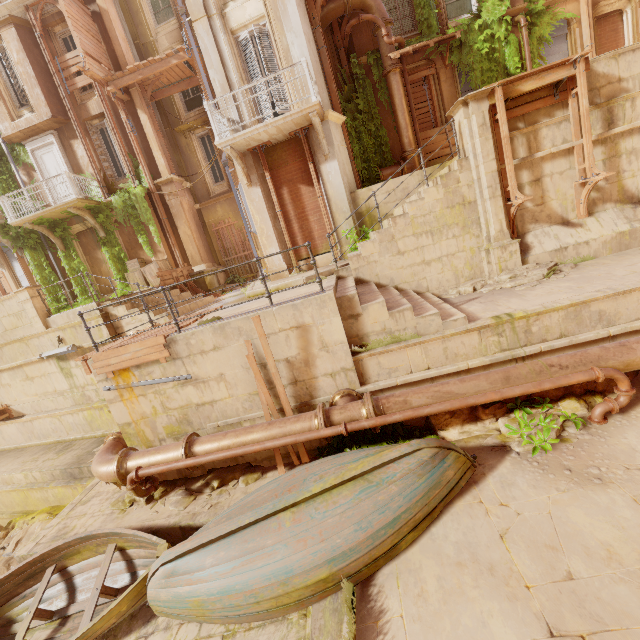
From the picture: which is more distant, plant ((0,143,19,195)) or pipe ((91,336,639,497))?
plant ((0,143,19,195))

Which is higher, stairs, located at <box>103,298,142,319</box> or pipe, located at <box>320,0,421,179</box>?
pipe, located at <box>320,0,421,179</box>

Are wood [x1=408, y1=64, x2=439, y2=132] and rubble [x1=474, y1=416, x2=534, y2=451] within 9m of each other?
no

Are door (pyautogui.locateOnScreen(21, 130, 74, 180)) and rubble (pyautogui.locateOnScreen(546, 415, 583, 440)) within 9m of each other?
no

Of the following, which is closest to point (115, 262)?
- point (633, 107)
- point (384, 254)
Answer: point (384, 254)

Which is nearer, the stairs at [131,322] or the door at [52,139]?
the stairs at [131,322]

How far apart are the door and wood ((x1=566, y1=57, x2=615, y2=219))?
19.0 meters

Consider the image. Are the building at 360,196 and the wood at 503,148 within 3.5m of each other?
yes
